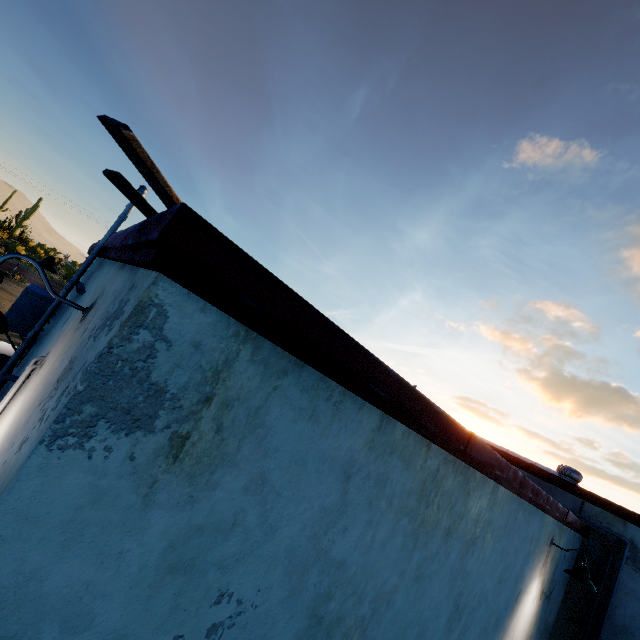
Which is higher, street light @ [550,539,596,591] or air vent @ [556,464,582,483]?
air vent @ [556,464,582,483]

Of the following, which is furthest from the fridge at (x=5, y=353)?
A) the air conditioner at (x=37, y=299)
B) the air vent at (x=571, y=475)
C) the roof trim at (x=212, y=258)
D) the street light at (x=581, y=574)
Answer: the air vent at (x=571, y=475)

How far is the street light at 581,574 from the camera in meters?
5.3

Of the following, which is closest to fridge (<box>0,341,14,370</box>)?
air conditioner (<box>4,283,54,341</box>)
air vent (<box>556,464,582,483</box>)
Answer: air conditioner (<box>4,283,54,341</box>)

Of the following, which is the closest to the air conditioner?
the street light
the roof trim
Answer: the roof trim

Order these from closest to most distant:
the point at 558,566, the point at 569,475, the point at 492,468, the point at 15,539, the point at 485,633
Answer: the point at 15,539 → the point at 492,468 → the point at 485,633 → the point at 558,566 → the point at 569,475

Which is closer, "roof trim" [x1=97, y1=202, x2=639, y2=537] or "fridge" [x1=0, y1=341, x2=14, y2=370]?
"roof trim" [x1=97, y1=202, x2=639, y2=537]

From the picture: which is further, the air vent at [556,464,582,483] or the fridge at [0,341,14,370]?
the air vent at [556,464,582,483]
